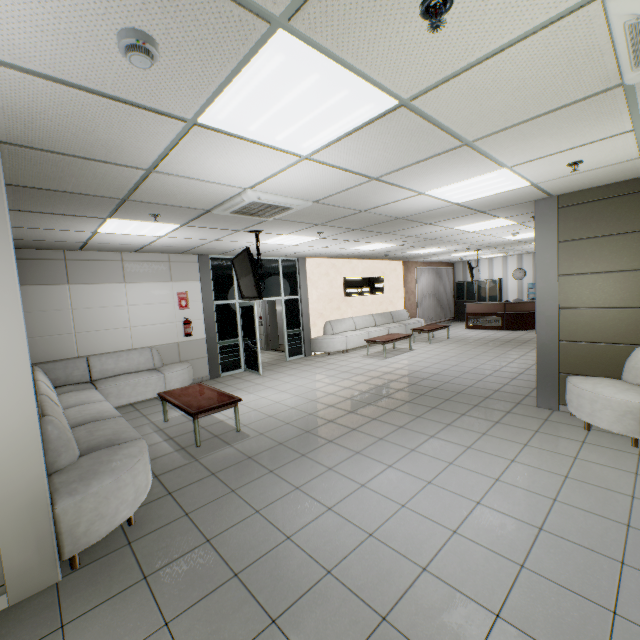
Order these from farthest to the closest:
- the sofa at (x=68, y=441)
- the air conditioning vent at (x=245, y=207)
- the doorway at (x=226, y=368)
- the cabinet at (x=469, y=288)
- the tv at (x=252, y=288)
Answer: the cabinet at (x=469, y=288) < the doorway at (x=226, y=368) < the tv at (x=252, y=288) < the air conditioning vent at (x=245, y=207) < the sofa at (x=68, y=441)

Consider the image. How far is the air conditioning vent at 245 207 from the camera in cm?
374

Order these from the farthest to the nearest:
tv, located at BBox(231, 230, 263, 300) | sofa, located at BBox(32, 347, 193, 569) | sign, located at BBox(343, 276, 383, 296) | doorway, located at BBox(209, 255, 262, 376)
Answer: sign, located at BBox(343, 276, 383, 296) < doorway, located at BBox(209, 255, 262, 376) < tv, located at BBox(231, 230, 263, 300) < sofa, located at BBox(32, 347, 193, 569)

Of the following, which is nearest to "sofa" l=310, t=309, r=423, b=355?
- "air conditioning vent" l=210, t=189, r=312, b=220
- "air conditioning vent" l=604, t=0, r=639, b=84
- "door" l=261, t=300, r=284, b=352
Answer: "door" l=261, t=300, r=284, b=352

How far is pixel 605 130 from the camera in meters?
2.7 m

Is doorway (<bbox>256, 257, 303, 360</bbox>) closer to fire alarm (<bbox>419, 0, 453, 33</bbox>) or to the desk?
fire alarm (<bbox>419, 0, 453, 33</bbox>)

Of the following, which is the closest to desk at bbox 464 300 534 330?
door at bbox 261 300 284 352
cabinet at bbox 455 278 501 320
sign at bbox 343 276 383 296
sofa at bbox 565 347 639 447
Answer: cabinet at bbox 455 278 501 320

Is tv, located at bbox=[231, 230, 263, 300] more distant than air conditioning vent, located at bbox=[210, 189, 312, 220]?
Yes
